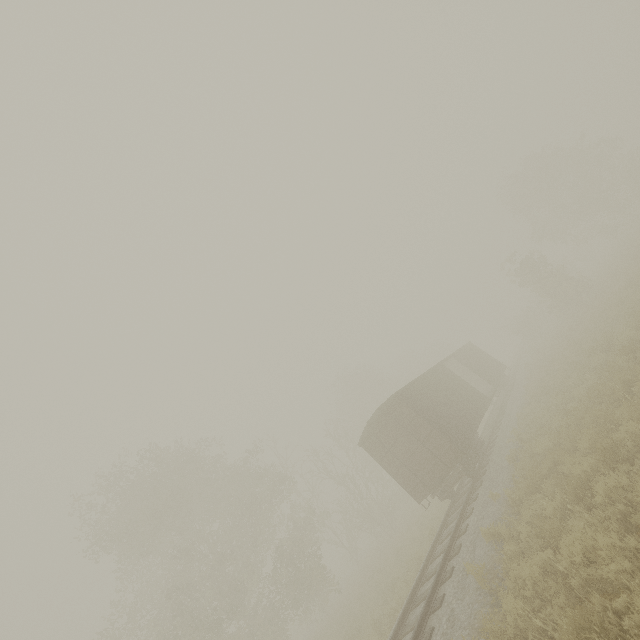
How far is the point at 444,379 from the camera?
18.8m

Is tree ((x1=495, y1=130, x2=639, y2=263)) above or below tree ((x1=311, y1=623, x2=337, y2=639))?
above

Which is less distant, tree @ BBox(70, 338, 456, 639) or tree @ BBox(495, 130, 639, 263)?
tree @ BBox(70, 338, 456, 639)

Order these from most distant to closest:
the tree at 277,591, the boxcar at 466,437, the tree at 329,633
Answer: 1. the tree at 277,591
2. the tree at 329,633
3. the boxcar at 466,437

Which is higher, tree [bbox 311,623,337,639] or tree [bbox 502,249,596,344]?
tree [bbox 502,249,596,344]

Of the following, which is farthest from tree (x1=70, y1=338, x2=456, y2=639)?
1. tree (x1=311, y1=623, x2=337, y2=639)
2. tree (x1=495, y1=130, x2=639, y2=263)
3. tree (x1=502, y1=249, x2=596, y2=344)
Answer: tree (x1=495, y1=130, x2=639, y2=263)

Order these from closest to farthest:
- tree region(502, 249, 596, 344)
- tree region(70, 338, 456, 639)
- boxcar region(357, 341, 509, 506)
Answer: boxcar region(357, 341, 509, 506), tree region(70, 338, 456, 639), tree region(502, 249, 596, 344)

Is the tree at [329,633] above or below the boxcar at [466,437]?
below
